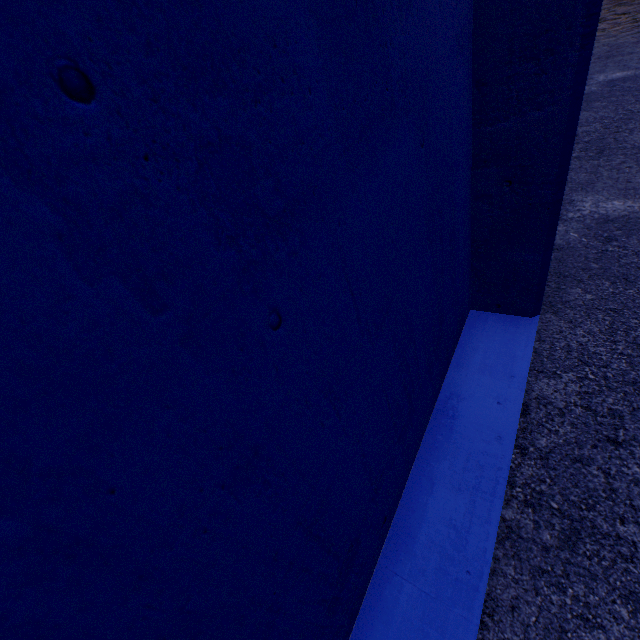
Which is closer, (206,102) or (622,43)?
(206,102)
